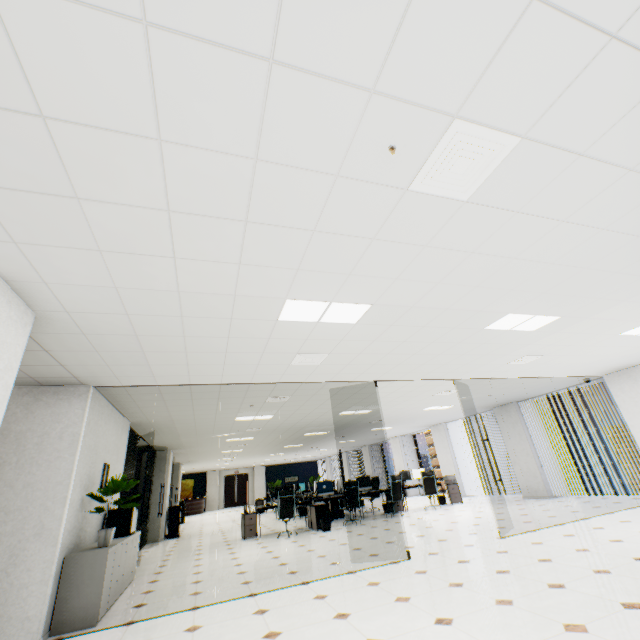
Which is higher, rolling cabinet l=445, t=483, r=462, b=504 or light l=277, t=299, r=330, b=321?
light l=277, t=299, r=330, b=321

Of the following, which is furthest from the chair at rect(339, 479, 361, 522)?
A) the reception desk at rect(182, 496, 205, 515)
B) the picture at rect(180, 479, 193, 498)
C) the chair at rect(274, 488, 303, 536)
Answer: the picture at rect(180, 479, 193, 498)

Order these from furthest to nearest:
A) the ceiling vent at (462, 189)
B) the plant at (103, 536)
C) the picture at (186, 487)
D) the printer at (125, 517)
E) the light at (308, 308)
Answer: the picture at (186, 487), the printer at (125, 517), the plant at (103, 536), the light at (308, 308), the ceiling vent at (462, 189)

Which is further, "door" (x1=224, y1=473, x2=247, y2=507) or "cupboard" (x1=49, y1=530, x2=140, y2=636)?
"door" (x1=224, y1=473, x2=247, y2=507)

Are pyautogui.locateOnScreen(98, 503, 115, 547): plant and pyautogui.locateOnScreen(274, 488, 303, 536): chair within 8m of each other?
yes

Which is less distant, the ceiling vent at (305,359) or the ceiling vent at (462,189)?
the ceiling vent at (462,189)

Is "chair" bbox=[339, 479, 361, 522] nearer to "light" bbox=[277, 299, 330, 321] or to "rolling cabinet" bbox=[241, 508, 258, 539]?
"rolling cabinet" bbox=[241, 508, 258, 539]

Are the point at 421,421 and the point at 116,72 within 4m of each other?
no
